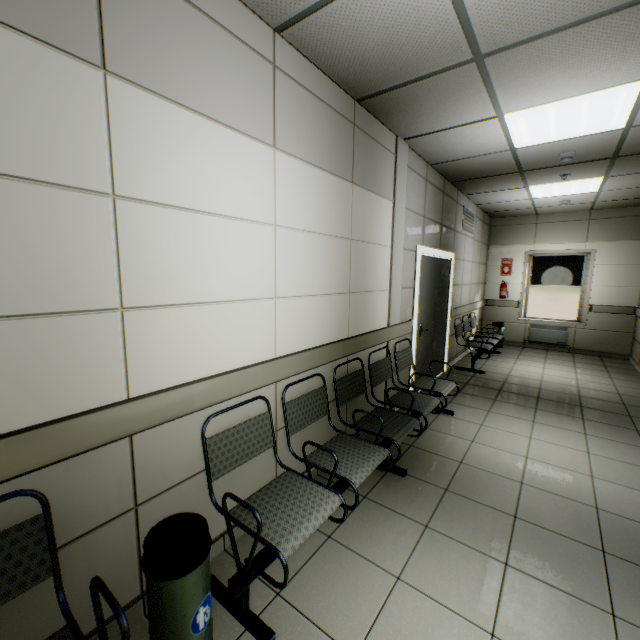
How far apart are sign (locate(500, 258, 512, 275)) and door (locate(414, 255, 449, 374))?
3.7m

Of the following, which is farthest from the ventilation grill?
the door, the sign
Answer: the sign

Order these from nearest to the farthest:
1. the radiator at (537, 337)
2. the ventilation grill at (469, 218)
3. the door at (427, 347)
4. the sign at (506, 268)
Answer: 1. the door at (427, 347)
2. the ventilation grill at (469, 218)
3. the radiator at (537, 337)
4. the sign at (506, 268)

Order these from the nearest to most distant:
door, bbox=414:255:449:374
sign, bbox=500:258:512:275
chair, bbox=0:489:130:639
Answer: chair, bbox=0:489:130:639 → door, bbox=414:255:449:374 → sign, bbox=500:258:512:275

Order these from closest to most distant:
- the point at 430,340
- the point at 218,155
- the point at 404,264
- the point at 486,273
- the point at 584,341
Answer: the point at 218,155 < the point at 404,264 < the point at 430,340 < the point at 584,341 < the point at 486,273

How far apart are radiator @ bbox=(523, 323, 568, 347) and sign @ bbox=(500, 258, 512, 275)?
1.3 meters

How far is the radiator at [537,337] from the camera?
7.65m

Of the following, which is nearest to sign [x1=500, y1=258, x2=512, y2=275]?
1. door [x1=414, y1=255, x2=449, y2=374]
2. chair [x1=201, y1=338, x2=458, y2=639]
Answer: door [x1=414, y1=255, x2=449, y2=374]
